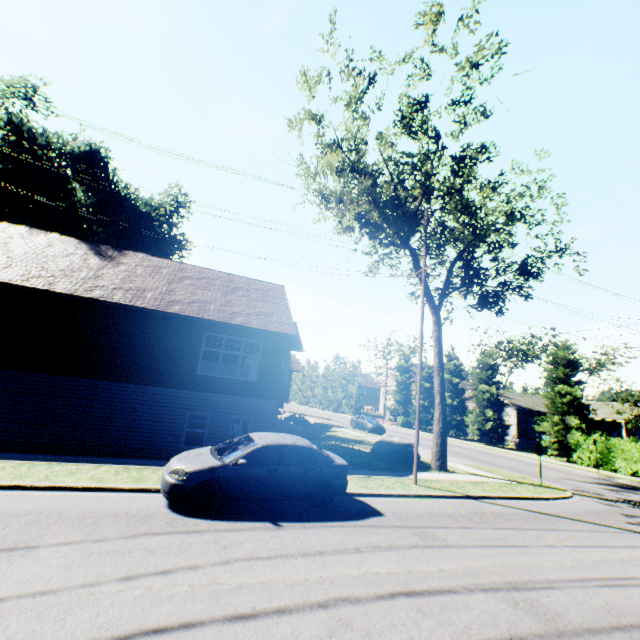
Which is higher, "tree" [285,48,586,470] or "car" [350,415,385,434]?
"tree" [285,48,586,470]

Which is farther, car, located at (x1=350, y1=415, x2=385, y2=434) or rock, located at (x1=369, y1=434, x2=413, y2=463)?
car, located at (x1=350, y1=415, x2=385, y2=434)

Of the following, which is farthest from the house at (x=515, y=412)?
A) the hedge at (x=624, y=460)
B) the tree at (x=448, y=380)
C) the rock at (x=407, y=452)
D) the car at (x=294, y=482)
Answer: the car at (x=294, y=482)

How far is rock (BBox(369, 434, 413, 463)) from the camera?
17.7 meters

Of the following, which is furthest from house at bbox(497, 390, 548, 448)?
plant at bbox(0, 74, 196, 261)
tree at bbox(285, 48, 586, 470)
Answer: plant at bbox(0, 74, 196, 261)

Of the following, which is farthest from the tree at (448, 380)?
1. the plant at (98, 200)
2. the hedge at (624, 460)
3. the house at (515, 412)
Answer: the plant at (98, 200)

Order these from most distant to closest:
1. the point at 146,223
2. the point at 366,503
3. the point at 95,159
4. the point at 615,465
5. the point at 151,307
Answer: the point at 95,159
the point at 146,223
the point at 615,465
the point at 151,307
the point at 366,503

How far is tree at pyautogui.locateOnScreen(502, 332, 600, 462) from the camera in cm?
2747
